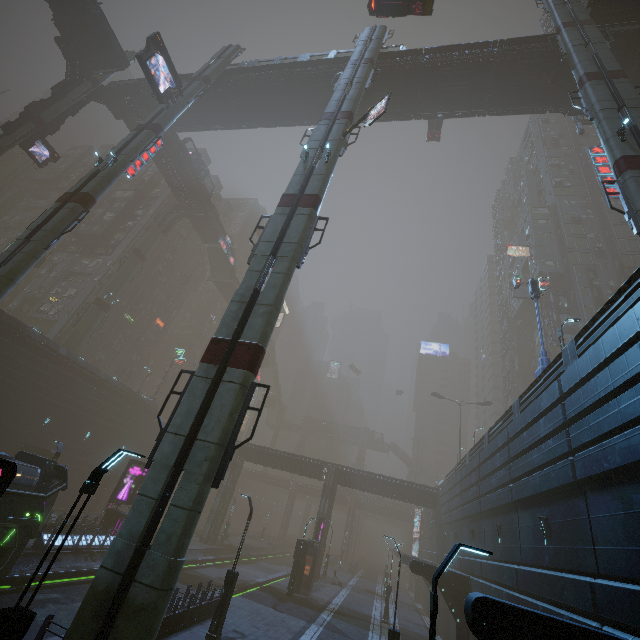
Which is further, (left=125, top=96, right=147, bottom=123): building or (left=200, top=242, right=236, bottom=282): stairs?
(left=200, top=242, right=236, bottom=282): stairs

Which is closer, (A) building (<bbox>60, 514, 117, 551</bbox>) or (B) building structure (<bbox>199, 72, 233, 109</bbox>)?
(A) building (<bbox>60, 514, 117, 551</bbox>)

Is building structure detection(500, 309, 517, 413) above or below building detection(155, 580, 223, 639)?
above

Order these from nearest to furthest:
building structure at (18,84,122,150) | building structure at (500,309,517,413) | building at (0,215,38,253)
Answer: building structure at (18,84,122,150), building structure at (500,309,517,413), building at (0,215,38,253)

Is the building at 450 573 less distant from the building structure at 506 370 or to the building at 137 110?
the building structure at 506 370

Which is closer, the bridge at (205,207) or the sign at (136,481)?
the sign at (136,481)

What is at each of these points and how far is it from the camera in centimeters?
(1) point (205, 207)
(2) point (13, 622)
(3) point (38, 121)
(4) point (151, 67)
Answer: (1) bridge, 4978cm
(2) street light, 599cm
(3) sm, 3108cm
(4) sign, 2438cm

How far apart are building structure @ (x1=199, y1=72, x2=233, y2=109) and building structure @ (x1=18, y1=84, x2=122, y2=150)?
14.49m
